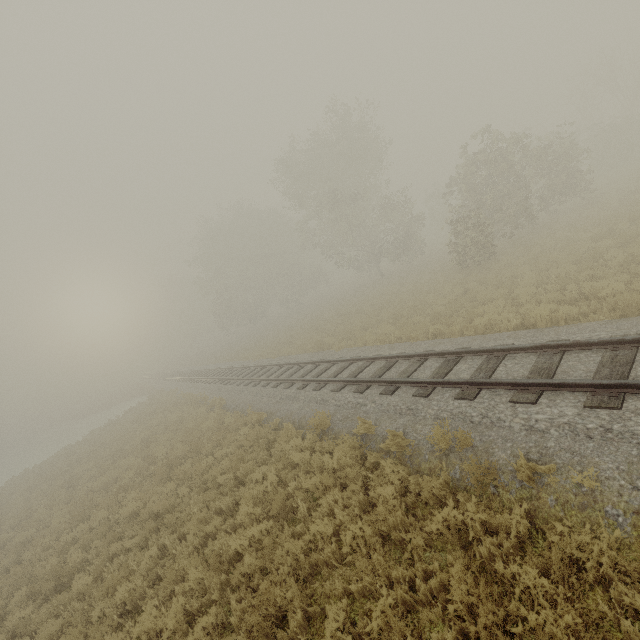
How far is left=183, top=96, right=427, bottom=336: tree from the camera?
29.6m

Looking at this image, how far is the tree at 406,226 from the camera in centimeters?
2958cm

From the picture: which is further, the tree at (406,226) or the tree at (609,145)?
the tree at (406,226)

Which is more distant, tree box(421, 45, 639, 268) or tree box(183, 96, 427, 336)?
tree box(183, 96, 427, 336)

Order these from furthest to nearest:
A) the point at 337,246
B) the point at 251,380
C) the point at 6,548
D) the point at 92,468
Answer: the point at 337,246
the point at 251,380
the point at 92,468
the point at 6,548
